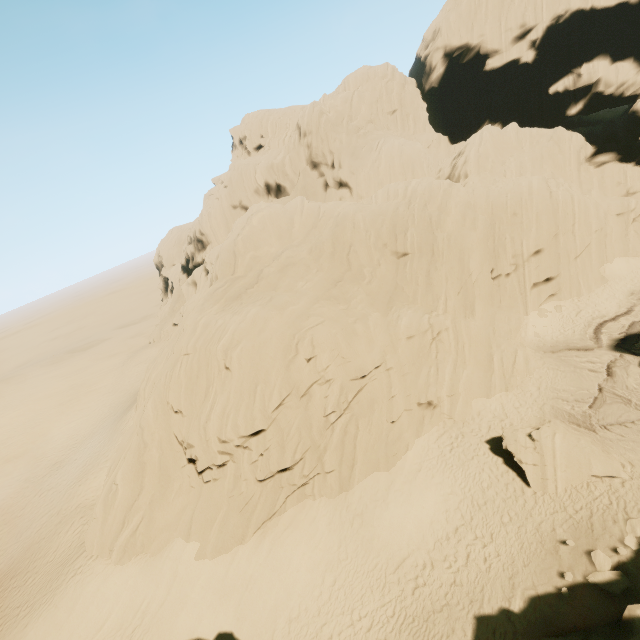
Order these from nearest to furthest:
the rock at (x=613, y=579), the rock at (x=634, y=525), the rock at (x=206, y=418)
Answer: the rock at (x=613, y=579) < the rock at (x=634, y=525) < the rock at (x=206, y=418)

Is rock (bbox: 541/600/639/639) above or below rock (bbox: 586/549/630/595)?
above

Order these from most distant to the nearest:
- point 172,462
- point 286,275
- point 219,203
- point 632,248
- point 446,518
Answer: point 219,203
point 632,248
point 286,275
point 172,462
point 446,518

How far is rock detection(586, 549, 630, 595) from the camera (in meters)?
11.24

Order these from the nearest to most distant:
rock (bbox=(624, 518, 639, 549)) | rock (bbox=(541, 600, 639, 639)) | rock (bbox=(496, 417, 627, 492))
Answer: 1. rock (bbox=(541, 600, 639, 639))
2. rock (bbox=(624, 518, 639, 549))
3. rock (bbox=(496, 417, 627, 492))

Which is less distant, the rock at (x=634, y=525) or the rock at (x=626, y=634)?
the rock at (x=626, y=634)
